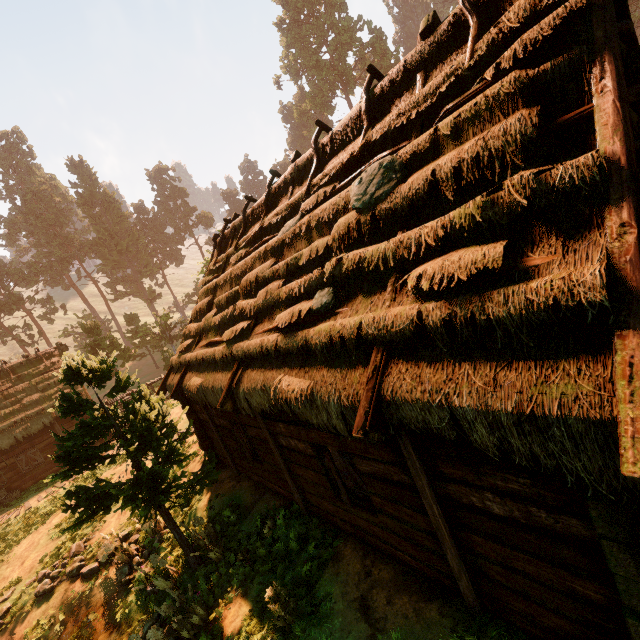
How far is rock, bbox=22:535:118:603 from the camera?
10.20m

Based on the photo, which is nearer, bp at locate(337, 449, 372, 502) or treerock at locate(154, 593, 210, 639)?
bp at locate(337, 449, 372, 502)

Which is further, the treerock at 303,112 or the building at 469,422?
the treerock at 303,112

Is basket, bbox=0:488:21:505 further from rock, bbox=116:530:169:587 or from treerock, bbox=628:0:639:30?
rock, bbox=116:530:169:587

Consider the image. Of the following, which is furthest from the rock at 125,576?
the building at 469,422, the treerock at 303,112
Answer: the building at 469,422

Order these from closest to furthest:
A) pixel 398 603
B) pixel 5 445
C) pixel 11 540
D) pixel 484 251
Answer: pixel 484 251
pixel 398 603
pixel 11 540
pixel 5 445

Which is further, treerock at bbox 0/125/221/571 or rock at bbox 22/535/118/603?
rock at bbox 22/535/118/603

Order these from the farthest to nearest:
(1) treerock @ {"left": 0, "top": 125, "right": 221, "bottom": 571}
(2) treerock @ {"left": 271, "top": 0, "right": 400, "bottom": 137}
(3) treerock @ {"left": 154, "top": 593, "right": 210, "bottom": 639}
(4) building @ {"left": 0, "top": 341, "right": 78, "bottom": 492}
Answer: (2) treerock @ {"left": 271, "top": 0, "right": 400, "bottom": 137}
(4) building @ {"left": 0, "top": 341, "right": 78, "bottom": 492}
(1) treerock @ {"left": 0, "top": 125, "right": 221, "bottom": 571}
(3) treerock @ {"left": 154, "top": 593, "right": 210, "bottom": 639}
